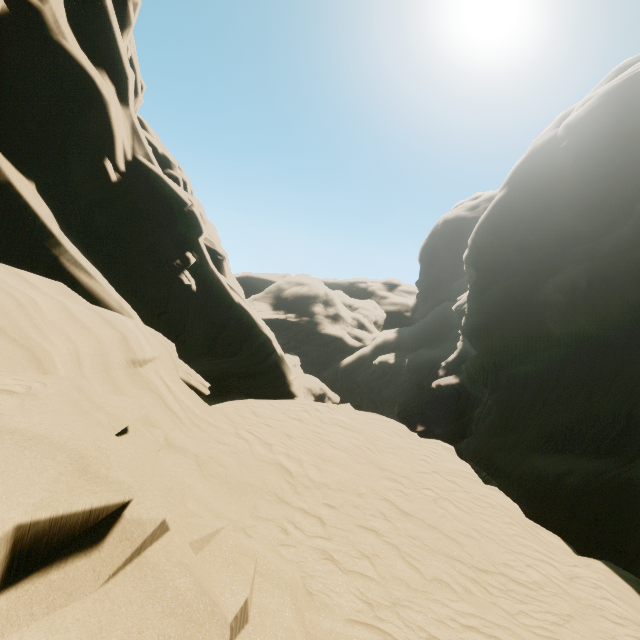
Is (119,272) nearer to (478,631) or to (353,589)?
(353,589)
